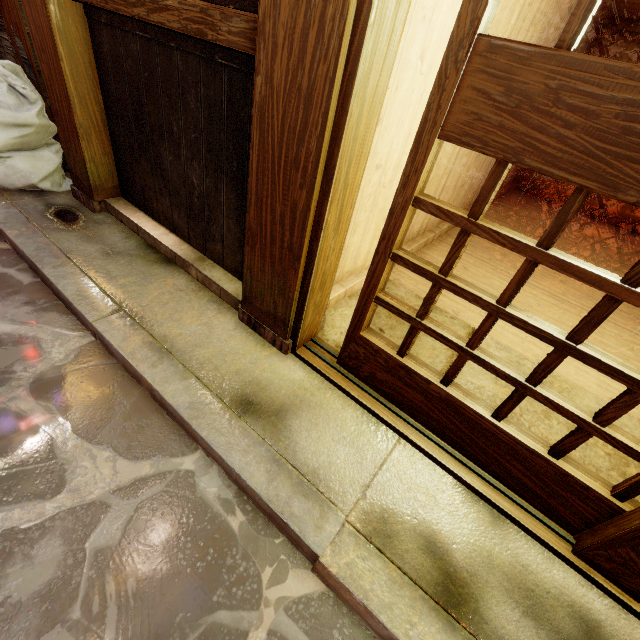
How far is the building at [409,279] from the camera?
5.6 meters

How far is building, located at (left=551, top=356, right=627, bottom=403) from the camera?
4.5 meters

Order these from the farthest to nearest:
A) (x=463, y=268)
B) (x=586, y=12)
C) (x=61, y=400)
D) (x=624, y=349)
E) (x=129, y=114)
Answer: (x=463, y=268) → (x=624, y=349) → (x=129, y=114) → (x=61, y=400) → (x=586, y=12)

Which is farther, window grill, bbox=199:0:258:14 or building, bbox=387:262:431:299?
building, bbox=387:262:431:299

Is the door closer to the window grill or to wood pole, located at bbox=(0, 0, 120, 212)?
the window grill

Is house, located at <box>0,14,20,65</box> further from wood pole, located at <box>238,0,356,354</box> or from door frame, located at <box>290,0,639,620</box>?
door frame, located at <box>290,0,639,620</box>
